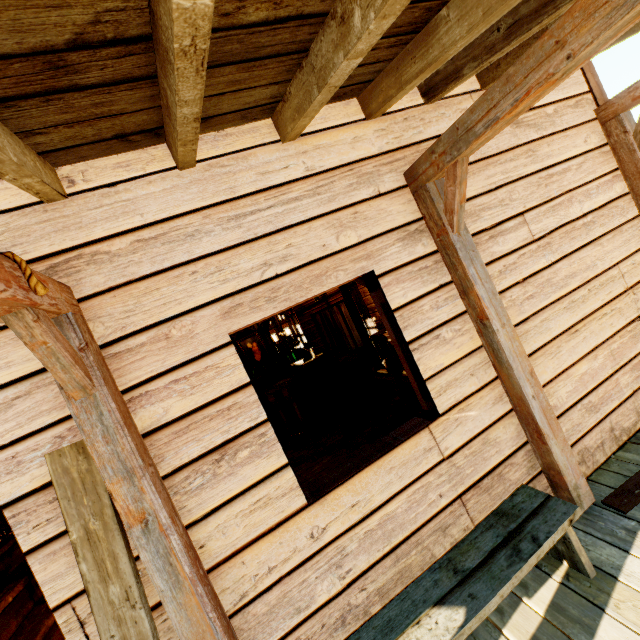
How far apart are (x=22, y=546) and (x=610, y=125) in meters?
5.4

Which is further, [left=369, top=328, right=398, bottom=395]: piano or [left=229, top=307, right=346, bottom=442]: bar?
[left=229, top=307, right=346, bottom=442]: bar

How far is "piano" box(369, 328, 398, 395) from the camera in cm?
518

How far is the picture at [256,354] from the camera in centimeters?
895cm

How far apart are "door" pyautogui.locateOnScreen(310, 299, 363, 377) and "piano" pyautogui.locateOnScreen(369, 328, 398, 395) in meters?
3.6

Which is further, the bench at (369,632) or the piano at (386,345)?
the piano at (386,345)

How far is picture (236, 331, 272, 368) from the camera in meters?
8.9 m

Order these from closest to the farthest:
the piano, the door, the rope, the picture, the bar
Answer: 1. the rope
2. the piano
3. the bar
4. the picture
5. the door
